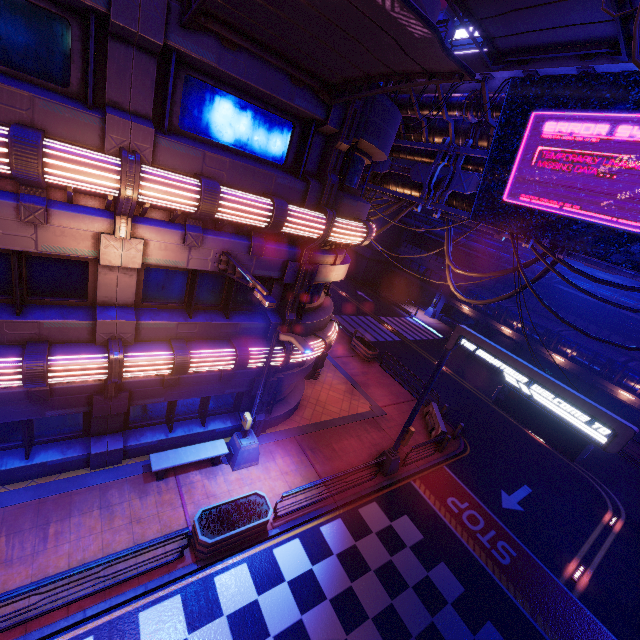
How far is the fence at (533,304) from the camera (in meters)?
29.11

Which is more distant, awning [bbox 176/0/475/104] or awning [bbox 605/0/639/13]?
awning [bbox 605/0/639/13]

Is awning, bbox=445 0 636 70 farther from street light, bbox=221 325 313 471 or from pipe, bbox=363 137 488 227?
street light, bbox=221 325 313 471

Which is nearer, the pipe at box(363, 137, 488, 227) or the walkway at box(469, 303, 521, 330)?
the pipe at box(363, 137, 488, 227)

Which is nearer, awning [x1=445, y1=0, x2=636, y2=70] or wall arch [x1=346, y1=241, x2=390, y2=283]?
awning [x1=445, y1=0, x2=636, y2=70]

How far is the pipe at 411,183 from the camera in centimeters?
1251cm

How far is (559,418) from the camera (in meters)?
9.07

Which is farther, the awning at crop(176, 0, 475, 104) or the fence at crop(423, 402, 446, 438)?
the fence at crop(423, 402, 446, 438)
